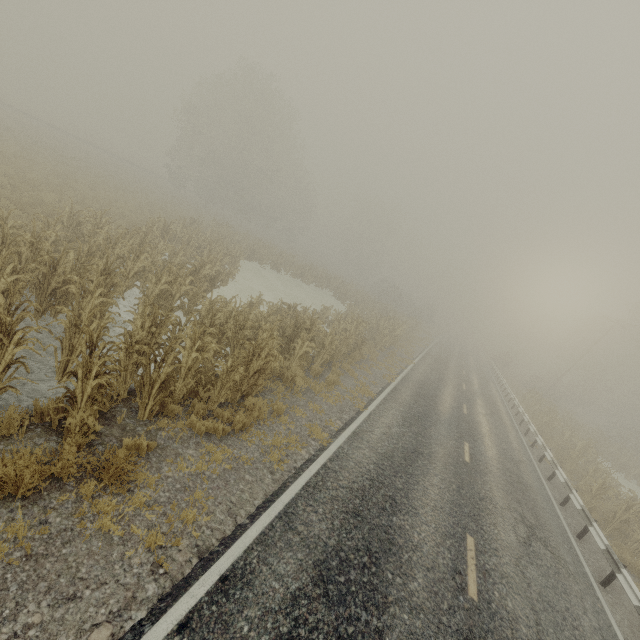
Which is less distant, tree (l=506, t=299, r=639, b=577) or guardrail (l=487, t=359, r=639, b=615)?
guardrail (l=487, t=359, r=639, b=615)

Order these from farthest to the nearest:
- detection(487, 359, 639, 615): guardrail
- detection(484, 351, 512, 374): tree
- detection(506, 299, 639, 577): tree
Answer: detection(484, 351, 512, 374): tree < detection(506, 299, 639, 577): tree < detection(487, 359, 639, 615): guardrail

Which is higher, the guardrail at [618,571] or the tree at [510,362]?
the tree at [510,362]

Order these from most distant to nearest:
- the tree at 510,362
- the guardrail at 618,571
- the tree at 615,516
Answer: the tree at 510,362 < the tree at 615,516 < the guardrail at 618,571

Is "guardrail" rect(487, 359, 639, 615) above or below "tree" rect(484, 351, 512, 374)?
below

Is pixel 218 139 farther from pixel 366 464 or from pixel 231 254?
pixel 366 464

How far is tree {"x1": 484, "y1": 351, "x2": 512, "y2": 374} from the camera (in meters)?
47.05
